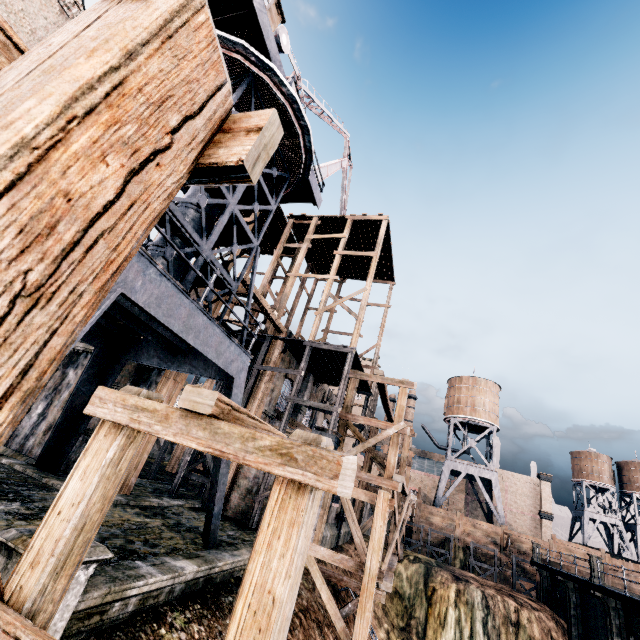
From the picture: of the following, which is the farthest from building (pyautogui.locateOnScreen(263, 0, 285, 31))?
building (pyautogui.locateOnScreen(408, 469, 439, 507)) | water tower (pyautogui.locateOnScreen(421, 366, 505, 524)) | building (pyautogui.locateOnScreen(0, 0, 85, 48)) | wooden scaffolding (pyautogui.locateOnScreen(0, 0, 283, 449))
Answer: building (pyautogui.locateOnScreen(408, 469, 439, 507))

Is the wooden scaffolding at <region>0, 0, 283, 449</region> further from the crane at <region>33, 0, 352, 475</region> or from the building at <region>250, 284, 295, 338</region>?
the building at <region>250, 284, 295, 338</region>

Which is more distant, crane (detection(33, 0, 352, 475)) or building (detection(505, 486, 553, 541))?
building (detection(505, 486, 553, 541))

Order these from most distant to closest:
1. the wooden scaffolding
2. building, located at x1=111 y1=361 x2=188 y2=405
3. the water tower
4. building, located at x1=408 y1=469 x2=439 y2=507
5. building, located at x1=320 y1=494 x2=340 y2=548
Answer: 1. building, located at x1=408 y1=469 x2=439 y2=507
2. the water tower
3. building, located at x1=320 y1=494 x2=340 y2=548
4. building, located at x1=111 y1=361 x2=188 y2=405
5. the wooden scaffolding

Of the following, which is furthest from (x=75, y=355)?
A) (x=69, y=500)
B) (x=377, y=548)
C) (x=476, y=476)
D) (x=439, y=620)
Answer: (x=476, y=476)

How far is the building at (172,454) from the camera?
35.1m

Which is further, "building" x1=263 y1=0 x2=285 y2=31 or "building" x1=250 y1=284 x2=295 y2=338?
"building" x1=250 y1=284 x2=295 y2=338

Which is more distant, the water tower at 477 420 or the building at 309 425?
the water tower at 477 420
